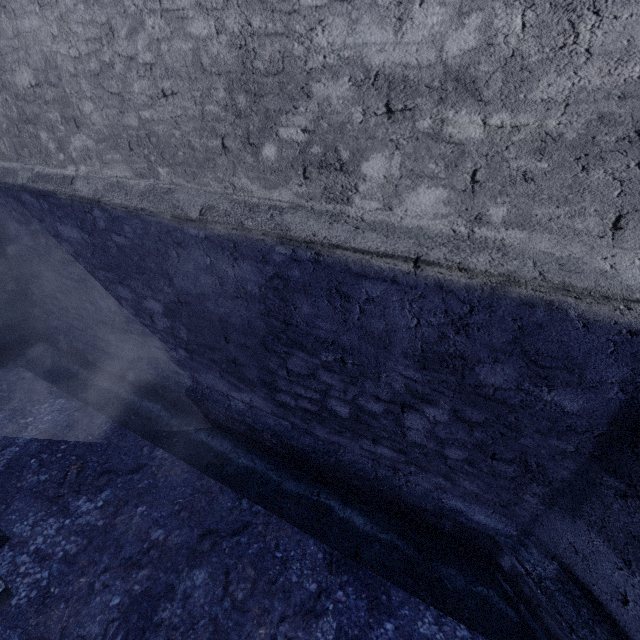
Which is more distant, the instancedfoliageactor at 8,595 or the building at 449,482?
the instancedfoliageactor at 8,595

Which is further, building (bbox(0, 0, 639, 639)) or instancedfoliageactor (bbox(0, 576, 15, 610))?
instancedfoliageactor (bbox(0, 576, 15, 610))

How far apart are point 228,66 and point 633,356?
2.7 meters
